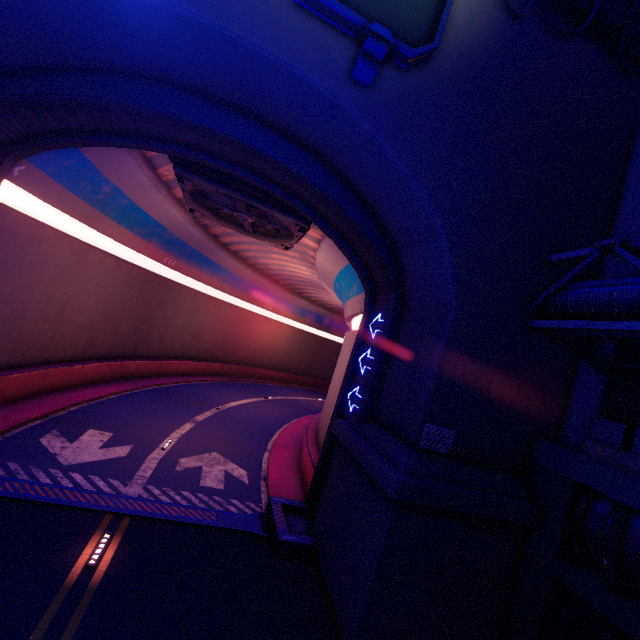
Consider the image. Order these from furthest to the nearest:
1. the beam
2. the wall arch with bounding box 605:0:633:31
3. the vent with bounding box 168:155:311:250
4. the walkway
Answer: the vent with bounding box 168:155:311:250 → the wall arch with bounding box 605:0:633:31 → the walkway → the beam

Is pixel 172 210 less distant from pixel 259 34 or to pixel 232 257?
pixel 232 257

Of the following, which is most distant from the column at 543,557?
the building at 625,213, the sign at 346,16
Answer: the sign at 346,16

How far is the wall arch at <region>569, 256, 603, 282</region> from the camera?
9.5 meters

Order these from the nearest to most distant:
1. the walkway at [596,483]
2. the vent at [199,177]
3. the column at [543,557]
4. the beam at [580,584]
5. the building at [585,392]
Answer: the beam at [580,584] → the walkway at [596,483] → the column at [543,557] → the building at [585,392] → the vent at [199,177]

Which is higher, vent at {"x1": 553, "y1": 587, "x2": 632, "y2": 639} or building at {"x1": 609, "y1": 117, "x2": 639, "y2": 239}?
building at {"x1": 609, "y1": 117, "x2": 639, "y2": 239}

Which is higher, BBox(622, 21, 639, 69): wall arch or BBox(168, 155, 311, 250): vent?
BBox(622, 21, 639, 69): wall arch

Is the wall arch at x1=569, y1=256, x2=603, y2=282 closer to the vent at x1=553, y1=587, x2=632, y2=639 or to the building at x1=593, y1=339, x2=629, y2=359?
the building at x1=593, y1=339, x2=629, y2=359
